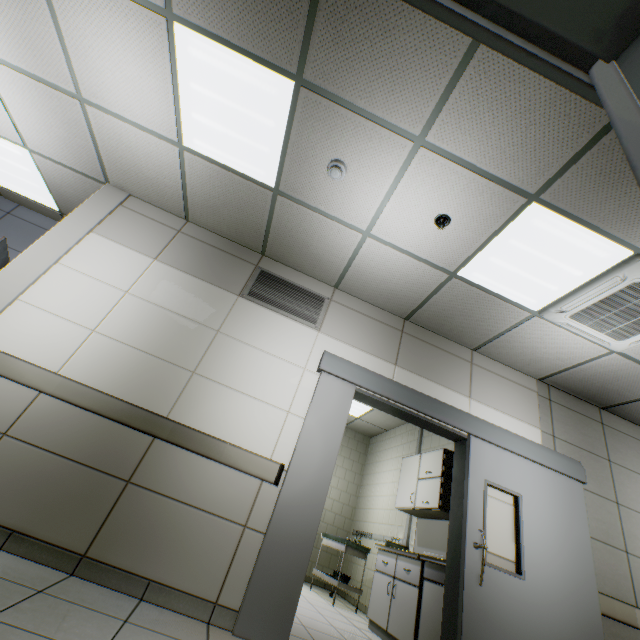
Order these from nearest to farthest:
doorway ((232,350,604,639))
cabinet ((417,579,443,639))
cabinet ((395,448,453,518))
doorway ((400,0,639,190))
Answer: doorway ((400,0,639,190)) → doorway ((232,350,604,639)) → cabinet ((417,579,443,639)) → cabinet ((395,448,453,518))

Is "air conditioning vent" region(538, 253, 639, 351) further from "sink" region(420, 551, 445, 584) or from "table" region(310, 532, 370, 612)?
"table" region(310, 532, 370, 612)

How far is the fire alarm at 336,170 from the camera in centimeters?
272cm

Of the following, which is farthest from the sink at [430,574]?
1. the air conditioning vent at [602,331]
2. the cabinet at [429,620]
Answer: the air conditioning vent at [602,331]

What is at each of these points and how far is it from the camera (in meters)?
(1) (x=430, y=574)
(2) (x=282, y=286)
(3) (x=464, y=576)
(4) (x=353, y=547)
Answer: (1) sink, 3.57
(2) ventilation grill, 3.87
(3) doorway, 2.83
(4) table, 5.50

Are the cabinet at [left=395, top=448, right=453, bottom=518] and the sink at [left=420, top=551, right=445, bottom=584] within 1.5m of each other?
yes

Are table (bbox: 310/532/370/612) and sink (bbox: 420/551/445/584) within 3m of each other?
yes

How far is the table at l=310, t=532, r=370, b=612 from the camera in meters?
5.2
